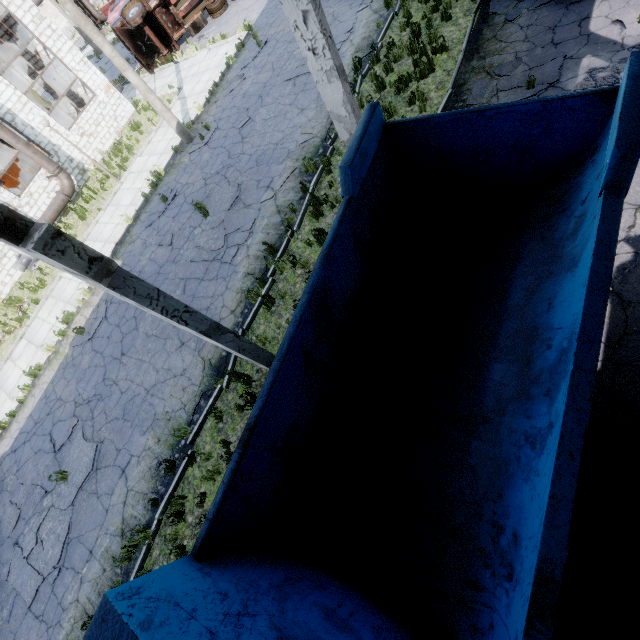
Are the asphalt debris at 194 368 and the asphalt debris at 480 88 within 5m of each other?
no

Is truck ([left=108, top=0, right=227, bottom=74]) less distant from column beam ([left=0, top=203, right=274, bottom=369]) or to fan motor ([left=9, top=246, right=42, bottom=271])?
fan motor ([left=9, top=246, right=42, bottom=271])

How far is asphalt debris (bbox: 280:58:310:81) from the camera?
12.29m

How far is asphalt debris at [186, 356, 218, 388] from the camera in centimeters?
791cm

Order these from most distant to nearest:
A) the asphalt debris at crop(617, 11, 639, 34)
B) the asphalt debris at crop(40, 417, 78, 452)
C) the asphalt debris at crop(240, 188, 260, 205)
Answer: the asphalt debris at crop(240, 188, 260, 205) < the asphalt debris at crop(40, 417, 78, 452) < the asphalt debris at crop(617, 11, 639, 34)

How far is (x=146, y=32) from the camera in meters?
19.5

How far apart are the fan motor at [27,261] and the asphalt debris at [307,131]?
14.7 meters

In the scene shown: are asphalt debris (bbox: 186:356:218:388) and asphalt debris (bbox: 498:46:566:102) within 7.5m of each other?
no
